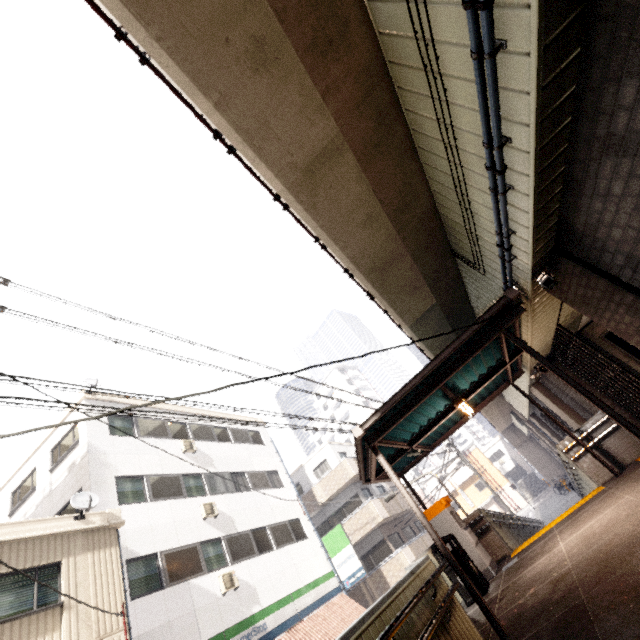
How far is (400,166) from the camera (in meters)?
4.49

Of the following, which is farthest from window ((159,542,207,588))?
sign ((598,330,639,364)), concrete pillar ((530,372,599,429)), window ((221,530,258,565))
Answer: sign ((598,330,639,364))

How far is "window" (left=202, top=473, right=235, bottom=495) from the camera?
15.26m

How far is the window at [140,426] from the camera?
14.7 meters

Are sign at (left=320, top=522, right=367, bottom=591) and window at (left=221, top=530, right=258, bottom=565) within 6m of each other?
yes

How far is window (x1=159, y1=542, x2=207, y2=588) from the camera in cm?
1112

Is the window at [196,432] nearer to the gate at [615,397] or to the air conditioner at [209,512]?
the air conditioner at [209,512]

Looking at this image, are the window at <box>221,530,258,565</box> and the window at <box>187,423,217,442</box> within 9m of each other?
yes
